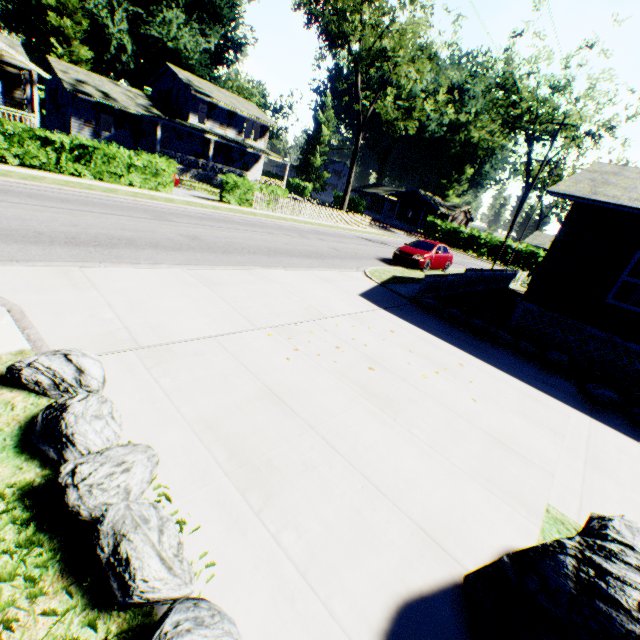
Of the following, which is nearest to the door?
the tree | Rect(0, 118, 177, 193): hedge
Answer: the tree

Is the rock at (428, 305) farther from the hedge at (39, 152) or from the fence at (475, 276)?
the hedge at (39, 152)

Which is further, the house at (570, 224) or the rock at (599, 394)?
the house at (570, 224)

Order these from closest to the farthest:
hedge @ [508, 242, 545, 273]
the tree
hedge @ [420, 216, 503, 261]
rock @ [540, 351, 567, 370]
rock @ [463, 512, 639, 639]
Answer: rock @ [463, 512, 639, 639] < rock @ [540, 351, 567, 370] < the tree < hedge @ [508, 242, 545, 273] < hedge @ [420, 216, 503, 261]

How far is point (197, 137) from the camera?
34.8m

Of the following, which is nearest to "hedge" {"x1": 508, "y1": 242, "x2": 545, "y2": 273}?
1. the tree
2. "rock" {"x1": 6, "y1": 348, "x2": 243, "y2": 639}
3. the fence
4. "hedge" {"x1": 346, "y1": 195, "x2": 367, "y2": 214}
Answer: "hedge" {"x1": 346, "y1": 195, "x2": 367, "y2": 214}

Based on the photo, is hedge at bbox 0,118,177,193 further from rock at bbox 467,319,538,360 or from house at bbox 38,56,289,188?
rock at bbox 467,319,538,360

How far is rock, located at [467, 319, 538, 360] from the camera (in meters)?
9.00
